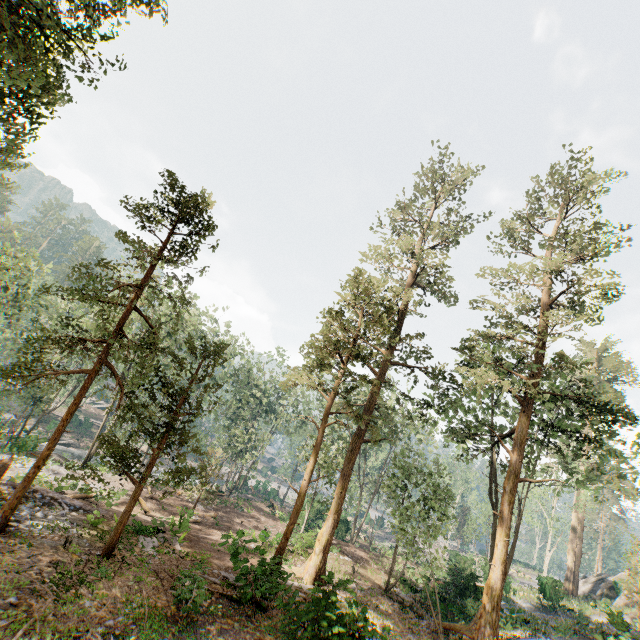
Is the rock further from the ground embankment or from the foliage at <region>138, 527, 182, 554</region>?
the ground embankment

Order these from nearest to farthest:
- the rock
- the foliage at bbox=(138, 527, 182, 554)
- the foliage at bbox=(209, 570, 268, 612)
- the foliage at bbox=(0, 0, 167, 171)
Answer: the foliage at bbox=(0, 0, 167, 171) < the foliage at bbox=(209, 570, 268, 612) < the foliage at bbox=(138, 527, 182, 554) < the rock

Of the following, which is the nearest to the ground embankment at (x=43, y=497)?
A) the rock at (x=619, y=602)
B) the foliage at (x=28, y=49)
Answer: the foliage at (x=28, y=49)

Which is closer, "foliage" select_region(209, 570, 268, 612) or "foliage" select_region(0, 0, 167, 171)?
"foliage" select_region(0, 0, 167, 171)

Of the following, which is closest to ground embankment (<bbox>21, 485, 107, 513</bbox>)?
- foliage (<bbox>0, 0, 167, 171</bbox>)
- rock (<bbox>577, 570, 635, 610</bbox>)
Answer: foliage (<bbox>0, 0, 167, 171</bbox>)

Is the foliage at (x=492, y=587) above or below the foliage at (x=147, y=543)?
above

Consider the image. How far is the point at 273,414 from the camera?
50.5m
